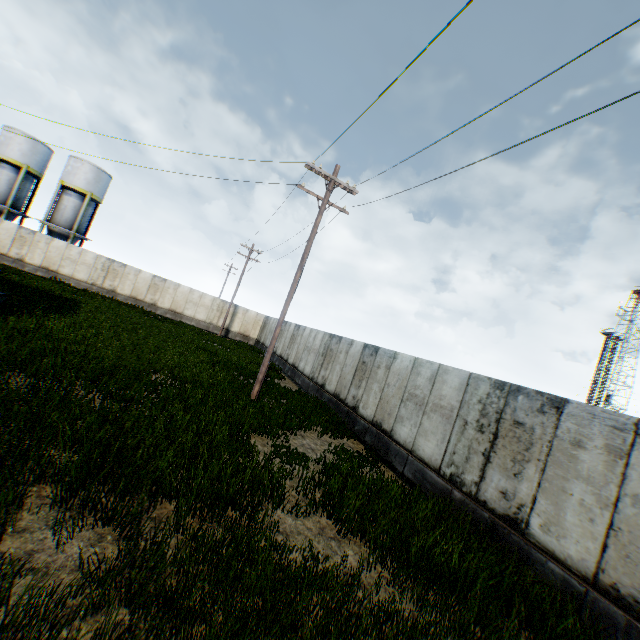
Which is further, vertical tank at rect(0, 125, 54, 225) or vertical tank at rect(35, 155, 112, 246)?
vertical tank at rect(35, 155, 112, 246)

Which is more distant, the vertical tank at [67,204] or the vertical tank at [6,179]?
the vertical tank at [67,204]

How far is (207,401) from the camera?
9.5 meters

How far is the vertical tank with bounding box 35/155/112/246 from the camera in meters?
33.6

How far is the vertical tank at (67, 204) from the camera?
33.59m
